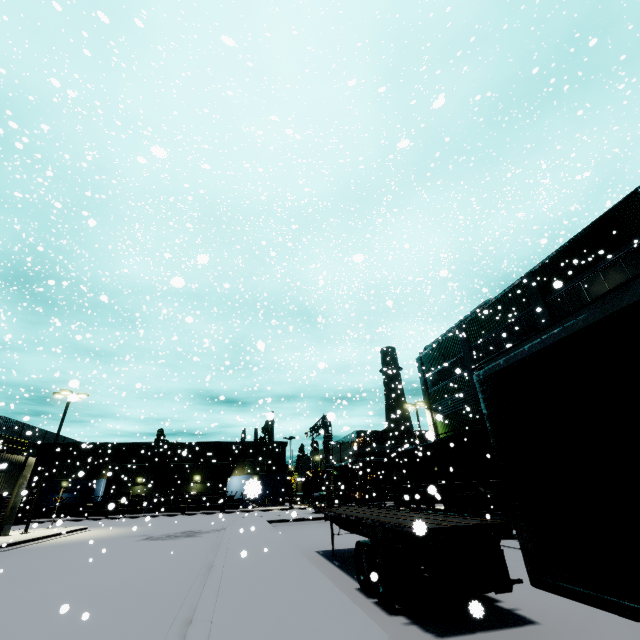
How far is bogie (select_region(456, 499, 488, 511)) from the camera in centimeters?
1927cm

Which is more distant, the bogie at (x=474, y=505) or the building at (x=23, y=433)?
the building at (x=23, y=433)

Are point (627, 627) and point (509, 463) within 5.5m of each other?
yes

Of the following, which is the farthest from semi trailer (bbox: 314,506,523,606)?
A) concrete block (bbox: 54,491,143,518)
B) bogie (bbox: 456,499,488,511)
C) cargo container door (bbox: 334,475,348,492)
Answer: cargo container door (bbox: 334,475,348,492)

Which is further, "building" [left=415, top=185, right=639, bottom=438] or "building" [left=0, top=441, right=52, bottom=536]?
"building" [left=0, top=441, right=52, bottom=536]

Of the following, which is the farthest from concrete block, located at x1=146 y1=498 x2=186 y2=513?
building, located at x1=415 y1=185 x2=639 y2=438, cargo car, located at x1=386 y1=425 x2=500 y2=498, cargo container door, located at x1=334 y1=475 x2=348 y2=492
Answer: cargo container door, located at x1=334 y1=475 x2=348 y2=492

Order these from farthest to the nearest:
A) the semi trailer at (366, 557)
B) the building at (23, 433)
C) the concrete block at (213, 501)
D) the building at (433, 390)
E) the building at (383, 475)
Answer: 1. the building at (23, 433)
2. the building at (383, 475)
3. the concrete block at (213, 501)
4. the building at (433, 390)
5. the semi trailer at (366, 557)

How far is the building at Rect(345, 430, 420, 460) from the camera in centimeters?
5350cm
